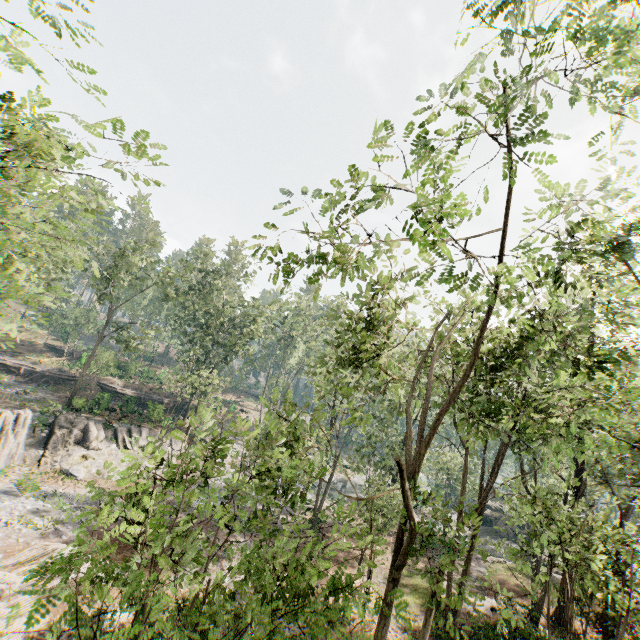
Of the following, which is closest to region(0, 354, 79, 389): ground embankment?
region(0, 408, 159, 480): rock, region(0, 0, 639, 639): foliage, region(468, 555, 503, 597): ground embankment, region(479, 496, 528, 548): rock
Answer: region(0, 408, 159, 480): rock

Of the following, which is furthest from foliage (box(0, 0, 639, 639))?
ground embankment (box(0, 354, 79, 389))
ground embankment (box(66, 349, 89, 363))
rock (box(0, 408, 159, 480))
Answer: ground embankment (box(0, 354, 79, 389))

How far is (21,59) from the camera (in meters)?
7.14

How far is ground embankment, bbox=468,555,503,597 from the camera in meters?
22.0

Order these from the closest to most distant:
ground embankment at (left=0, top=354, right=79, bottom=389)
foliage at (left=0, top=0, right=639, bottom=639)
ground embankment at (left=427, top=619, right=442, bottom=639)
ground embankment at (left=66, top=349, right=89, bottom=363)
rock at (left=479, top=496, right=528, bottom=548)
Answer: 1. foliage at (left=0, top=0, right=639, bottom=639)
2. ground embankment at (left=427, top=619, right=442, bottom=639)
3. rock at (left=479, top=496, right=528, bottom=548)
4. ground embankment at (left=0, top=354, right=79, bottom=389)
5. ground embankment at (left=66, top=349, right=89, bottom=363)

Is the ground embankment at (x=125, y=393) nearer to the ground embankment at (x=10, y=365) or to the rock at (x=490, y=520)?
the ground embankment at (x=10, y=365)

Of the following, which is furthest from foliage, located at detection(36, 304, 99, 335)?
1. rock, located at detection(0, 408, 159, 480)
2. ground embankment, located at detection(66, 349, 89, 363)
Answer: ground embankment, located at detection(66, 349, 89, 363)

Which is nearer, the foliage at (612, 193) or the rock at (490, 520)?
the foliage at (612, 193)
